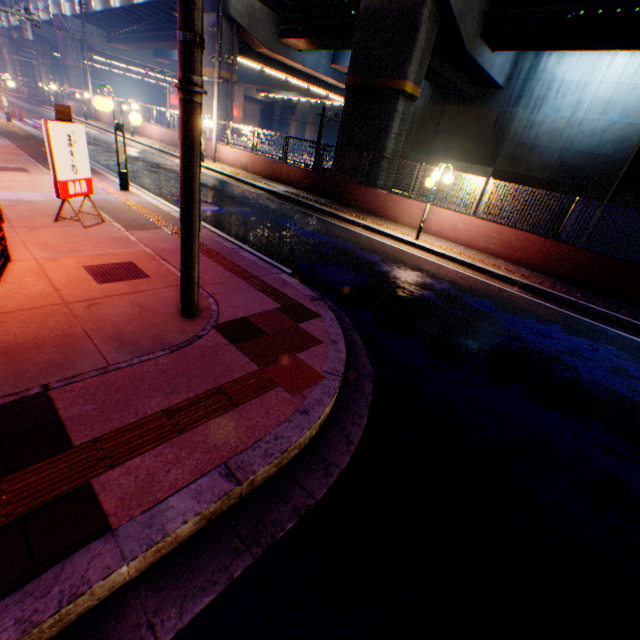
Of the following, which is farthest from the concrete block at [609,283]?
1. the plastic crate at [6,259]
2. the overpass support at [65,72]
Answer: the plastic crate at [6,259]

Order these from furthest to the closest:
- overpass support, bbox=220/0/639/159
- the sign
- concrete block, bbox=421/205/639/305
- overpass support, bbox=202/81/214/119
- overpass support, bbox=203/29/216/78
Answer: overpass support, bbox=202/81/214/119 < overpass support, bbox=203/29/216/78 < overpass support, bbox=220/0/639/159 < concrete block, bbox=421/205/639/305 < the sign

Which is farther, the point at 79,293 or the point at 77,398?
the point at 79,293

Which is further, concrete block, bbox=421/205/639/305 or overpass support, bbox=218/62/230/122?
overpass support, bbox=218/62/230/122

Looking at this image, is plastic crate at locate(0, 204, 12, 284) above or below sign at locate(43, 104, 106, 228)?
below

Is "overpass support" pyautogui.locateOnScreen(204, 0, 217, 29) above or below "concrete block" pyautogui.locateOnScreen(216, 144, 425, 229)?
above

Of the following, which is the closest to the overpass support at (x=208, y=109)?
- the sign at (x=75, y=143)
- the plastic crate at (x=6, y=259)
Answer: the sign at (x=75, y=143)

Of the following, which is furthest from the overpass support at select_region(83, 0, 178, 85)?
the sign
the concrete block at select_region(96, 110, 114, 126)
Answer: the sign
